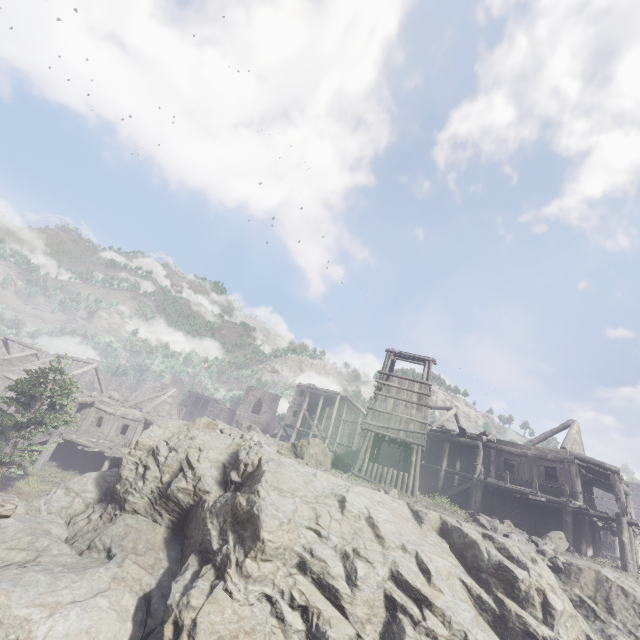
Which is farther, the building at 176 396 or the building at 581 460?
the building at 176 396

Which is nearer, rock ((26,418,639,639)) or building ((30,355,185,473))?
rock ((26,418,639,639))

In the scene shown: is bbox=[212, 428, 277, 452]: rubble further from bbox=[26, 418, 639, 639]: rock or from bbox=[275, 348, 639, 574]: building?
bbox=[275, 348, 639, 574]: building

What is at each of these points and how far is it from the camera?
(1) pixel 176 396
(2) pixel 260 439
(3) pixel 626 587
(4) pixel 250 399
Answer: (1) building, 34.1m
(2) rubble, 17.3m
(3) rock, 11.1m
(4) building, 54.7m

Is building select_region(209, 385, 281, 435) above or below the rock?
above

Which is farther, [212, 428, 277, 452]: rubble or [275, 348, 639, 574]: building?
[275, 348, 639, 574]: building
